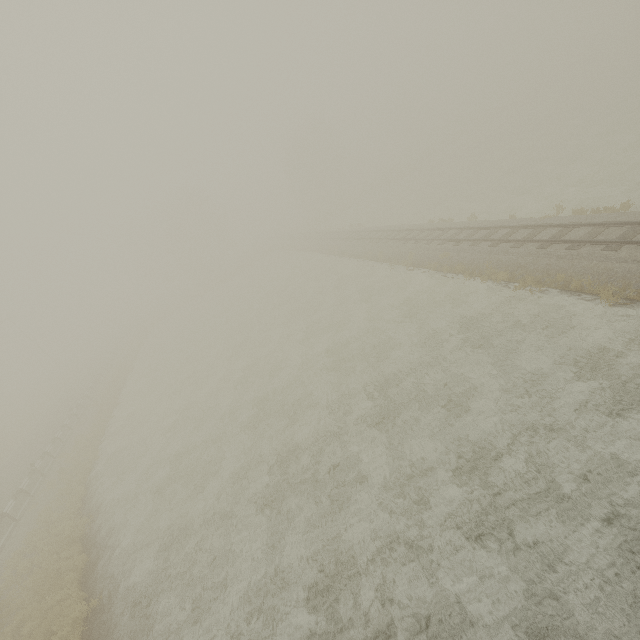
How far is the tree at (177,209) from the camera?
55.3 meters

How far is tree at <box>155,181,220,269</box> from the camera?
55.3 meters

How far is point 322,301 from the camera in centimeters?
2745cm
